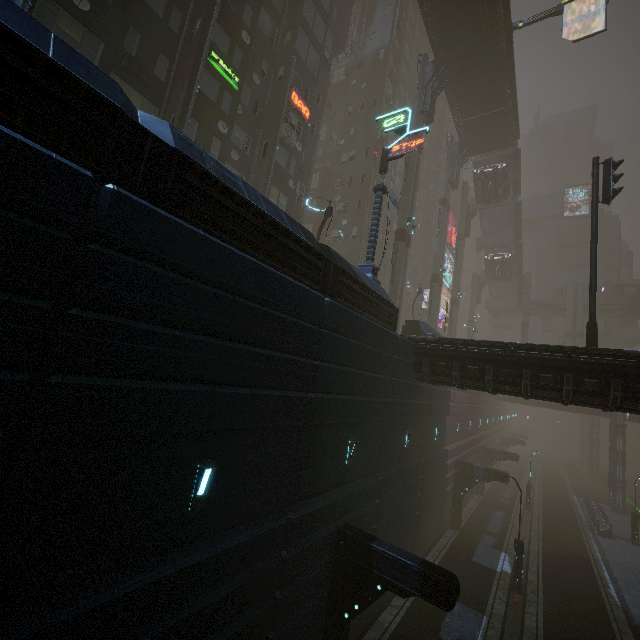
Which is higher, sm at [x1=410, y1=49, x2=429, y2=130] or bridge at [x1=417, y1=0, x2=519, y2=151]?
bridge at [x1=417, y1=0, x2=519, y2=151]

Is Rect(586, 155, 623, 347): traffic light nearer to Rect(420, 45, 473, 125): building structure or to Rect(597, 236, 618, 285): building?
Rect(420, 45, 473, 125): building structure

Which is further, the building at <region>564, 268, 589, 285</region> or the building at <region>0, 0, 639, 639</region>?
the building at <region>564, 268, 589, 285</region>

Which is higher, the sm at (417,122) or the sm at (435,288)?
the sm at (417,122)

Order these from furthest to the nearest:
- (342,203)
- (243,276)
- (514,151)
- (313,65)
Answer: (514,151), (342,203), (313,65), (243,276)

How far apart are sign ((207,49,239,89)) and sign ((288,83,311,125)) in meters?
4.3

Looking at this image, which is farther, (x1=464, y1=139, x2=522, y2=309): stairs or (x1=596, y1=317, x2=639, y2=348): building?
(x1=596, y1=317, x2=639, y2=348): building

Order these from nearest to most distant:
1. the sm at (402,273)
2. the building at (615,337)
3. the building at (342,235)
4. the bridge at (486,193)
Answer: the building at (342,235) < the sm at (402,273) < the bridge at (486,193) < the building at (615,337)
